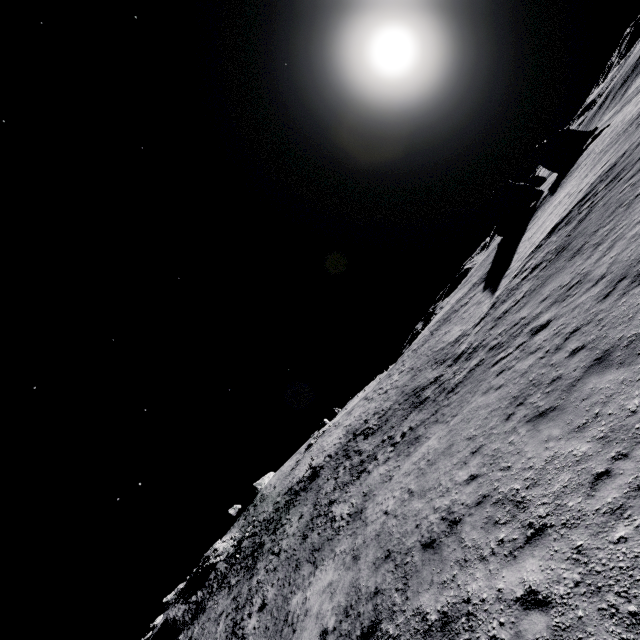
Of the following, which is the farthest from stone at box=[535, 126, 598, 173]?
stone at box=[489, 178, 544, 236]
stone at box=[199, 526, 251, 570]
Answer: stone at box=[199, 526, 251, 570]

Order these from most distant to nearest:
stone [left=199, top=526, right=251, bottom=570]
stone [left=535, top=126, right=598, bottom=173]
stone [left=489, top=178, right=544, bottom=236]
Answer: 1. stone [left=535, top=126, right=598, bottom=173]
2. stone [left=489, top=178, right=544, bottom=236]
3. stone [left=199, top=526, right=251, bottom=570]

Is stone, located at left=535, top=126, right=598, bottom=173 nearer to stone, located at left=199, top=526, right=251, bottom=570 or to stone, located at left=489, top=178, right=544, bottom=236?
stone, located at left=489, top=178, right=544, bottom=236

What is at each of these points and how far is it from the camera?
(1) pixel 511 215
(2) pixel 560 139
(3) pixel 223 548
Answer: (1) stone, 46.6 meters
(2) stone, 48.8 meters
(3) stone, 45.1 meters

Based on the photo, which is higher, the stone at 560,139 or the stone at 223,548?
the stone at 223,548

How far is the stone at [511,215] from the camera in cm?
4491

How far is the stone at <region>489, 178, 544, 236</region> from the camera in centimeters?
4491cm
